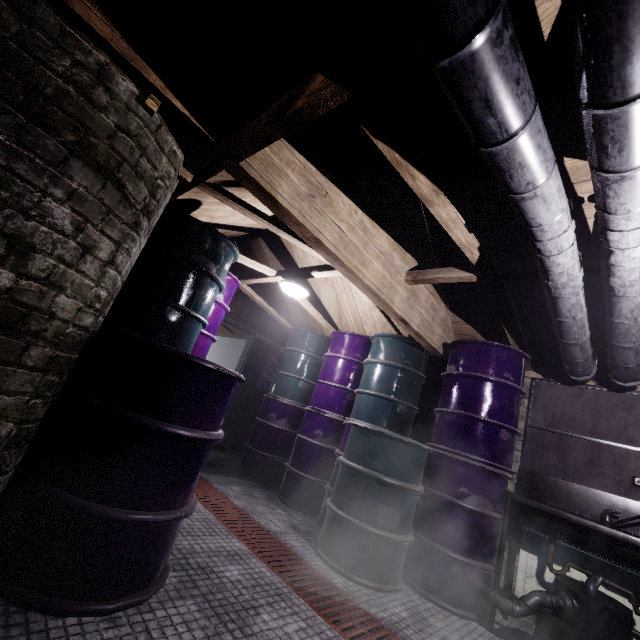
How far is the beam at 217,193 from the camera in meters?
2.1

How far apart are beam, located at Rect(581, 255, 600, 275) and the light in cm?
105

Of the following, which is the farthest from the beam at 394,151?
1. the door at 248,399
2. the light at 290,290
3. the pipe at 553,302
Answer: the door at 248,399

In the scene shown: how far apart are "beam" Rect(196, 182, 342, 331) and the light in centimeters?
13cm

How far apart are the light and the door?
2.0m

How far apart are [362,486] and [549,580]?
1.6m

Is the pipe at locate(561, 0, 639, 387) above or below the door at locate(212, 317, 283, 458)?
above

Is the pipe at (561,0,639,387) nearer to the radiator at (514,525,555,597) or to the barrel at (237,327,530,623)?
the barrel at (237,327,530,623)
